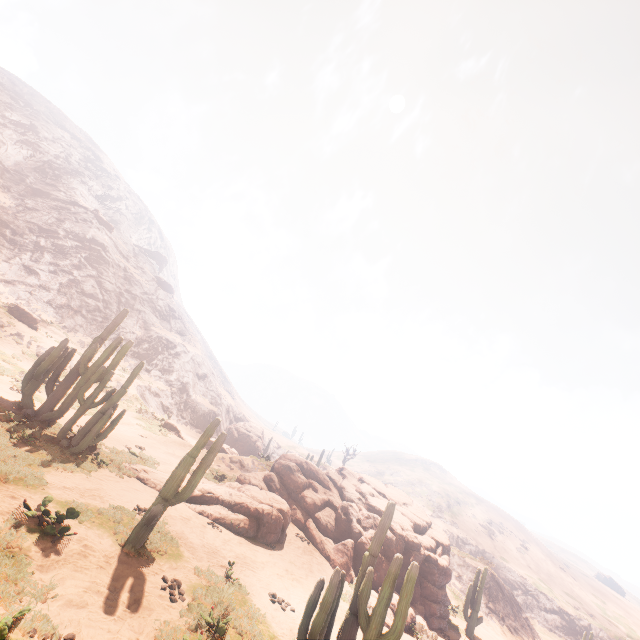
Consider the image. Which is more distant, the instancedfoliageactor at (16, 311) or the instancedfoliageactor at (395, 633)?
the instancedfoliageactor at (16, 311)

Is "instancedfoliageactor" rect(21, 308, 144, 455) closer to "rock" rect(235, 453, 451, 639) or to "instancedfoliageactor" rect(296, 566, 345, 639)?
"rock" rect(235, 453, 451, 639)

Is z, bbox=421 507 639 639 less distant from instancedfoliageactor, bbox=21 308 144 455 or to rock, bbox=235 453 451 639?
rock, bbox=235 453 451 639

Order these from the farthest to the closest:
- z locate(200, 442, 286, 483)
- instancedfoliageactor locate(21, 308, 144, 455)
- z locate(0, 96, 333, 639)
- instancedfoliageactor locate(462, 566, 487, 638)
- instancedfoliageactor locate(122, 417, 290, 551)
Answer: z locate(200, 442, 286, 483), instancedfoliageactor locate(462, 566, 487, 638), instancedfoliageactor locate(21, 308, 144, 455), instancedfoliageactor locate(122, 417, 290, 551), z locate(0, 96, 333, 639)

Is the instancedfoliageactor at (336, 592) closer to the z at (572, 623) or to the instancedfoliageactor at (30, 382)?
the instancedfoliageactor at (30, 382)

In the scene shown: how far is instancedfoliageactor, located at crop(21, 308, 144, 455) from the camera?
11.8 meters

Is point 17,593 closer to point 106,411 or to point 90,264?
point 106,411

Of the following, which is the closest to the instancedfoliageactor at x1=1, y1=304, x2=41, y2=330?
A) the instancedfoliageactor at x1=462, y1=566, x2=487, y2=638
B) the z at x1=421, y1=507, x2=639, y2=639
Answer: the instancedfoliageactor at x1=462, y1=566, x2=487, y2=638
